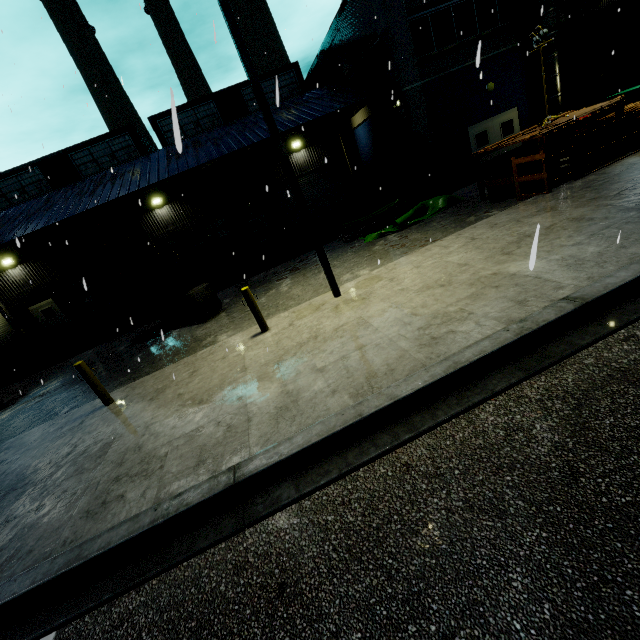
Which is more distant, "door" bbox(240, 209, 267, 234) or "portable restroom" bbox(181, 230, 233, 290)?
"door" bbox(240, 209, 267, 234)

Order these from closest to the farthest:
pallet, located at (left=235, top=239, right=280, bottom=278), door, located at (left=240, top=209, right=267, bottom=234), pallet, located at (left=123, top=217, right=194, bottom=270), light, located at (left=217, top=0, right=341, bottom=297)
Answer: Result: light, located at (left=217, top=0, right=341, bottom=297), pallet, located at (left=123, top=217, right=194, bottom=270), pallet, located at (left=235, top=239, right=280, bottom=278), door, located at (left=240, top=209, right=267, bottom=234)

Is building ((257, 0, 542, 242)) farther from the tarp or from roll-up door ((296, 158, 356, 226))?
the tarp

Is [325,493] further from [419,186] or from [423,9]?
[423,9]

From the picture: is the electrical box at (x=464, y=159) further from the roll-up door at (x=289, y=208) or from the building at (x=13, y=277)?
the roll-up door at (x=289, y=208)

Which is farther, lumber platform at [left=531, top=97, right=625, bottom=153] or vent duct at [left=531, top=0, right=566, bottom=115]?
vent duct at [left=531, top=0, right=566, bottom=115]

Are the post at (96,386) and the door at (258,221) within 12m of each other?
no

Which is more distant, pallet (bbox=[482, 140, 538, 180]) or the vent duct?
the vent duct
